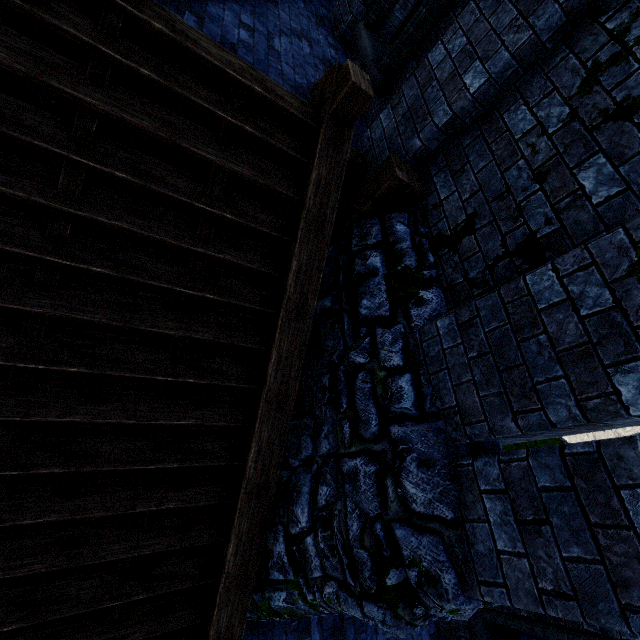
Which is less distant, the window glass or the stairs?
the stairs

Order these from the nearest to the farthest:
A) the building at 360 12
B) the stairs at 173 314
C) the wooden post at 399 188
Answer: the stairs at 173 314 < the wooden post at 399 188 < the building at 360 12

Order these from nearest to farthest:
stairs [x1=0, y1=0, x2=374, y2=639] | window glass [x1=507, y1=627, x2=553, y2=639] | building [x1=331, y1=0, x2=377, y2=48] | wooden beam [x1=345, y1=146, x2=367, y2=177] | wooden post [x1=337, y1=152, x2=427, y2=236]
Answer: stairs [x1=0, y1=0, x2=374, y2=639] → wooden post [x1=337, y1=152, x2=427, y2=236] → wooden beam [x1=345, y1=146, x2=367, y2=177] → window glass [x1=507, y1=627, x2=553, y2=639] → building [x1=331, y1=0, x2=377, y2=48]

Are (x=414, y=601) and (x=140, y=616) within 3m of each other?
yes

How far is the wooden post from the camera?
3.3 meters

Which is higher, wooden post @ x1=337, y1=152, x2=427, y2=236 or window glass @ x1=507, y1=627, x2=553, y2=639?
wooden post @ x1=337, y1=152, x2=427, y2=236

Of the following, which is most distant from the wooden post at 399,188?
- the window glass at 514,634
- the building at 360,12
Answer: the window glass at 514,634

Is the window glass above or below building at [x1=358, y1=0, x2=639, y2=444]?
below
